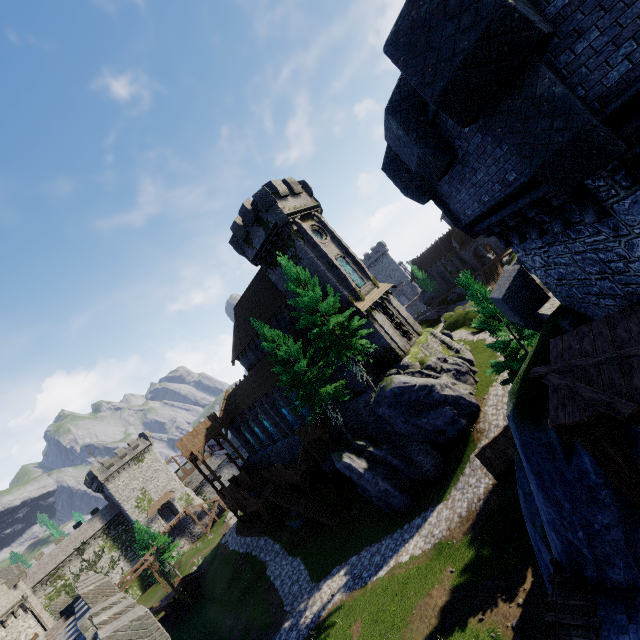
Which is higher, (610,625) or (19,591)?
(19,591)

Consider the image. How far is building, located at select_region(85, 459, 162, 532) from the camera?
58.4 meters

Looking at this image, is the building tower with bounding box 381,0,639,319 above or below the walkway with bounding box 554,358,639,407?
above

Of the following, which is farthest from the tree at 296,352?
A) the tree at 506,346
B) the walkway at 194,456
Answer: the walkway at 194,456

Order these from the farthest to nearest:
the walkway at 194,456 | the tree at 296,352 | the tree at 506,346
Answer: the walkway at 194,456 → the tree at 296,352 → the tree at 506,346

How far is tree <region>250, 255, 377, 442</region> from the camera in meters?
23.3 m

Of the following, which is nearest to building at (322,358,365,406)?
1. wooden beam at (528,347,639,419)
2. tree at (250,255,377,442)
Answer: tree at (250,255,377,442)

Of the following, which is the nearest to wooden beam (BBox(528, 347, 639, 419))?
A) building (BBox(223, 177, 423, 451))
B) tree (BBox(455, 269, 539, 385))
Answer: tree (BBox(455, 269, 539, 385))
